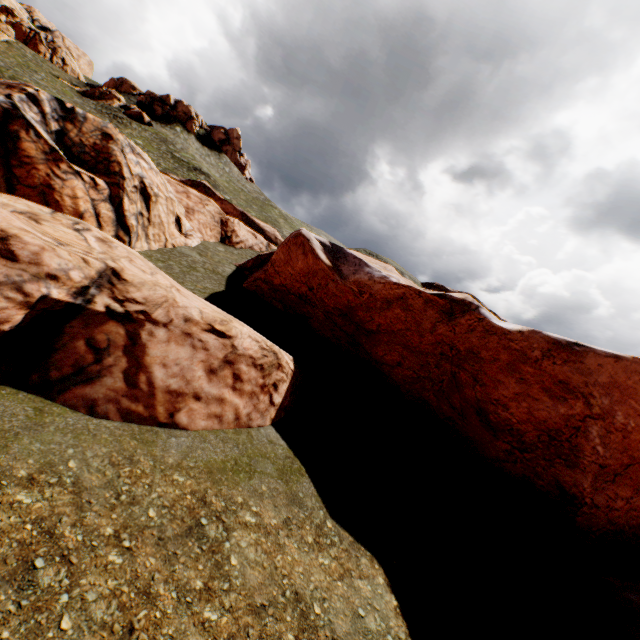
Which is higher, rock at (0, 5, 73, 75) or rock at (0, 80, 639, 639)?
rock at (0, 5, 73, 75)

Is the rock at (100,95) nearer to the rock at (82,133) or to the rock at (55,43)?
the rock at (55,43)

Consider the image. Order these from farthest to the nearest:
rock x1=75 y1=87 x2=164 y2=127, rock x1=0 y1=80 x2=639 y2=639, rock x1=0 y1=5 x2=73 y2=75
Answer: rock x1=75 y1=87 x2=164 y2=127
rock x1=0 y1=5 x2=73 y2=75
rock x1=0 y1=80 x2=639 y2=639

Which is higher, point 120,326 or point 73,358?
point 120,326

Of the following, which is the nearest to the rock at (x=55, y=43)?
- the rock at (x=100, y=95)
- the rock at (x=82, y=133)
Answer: the rock at (x=100, y=95)

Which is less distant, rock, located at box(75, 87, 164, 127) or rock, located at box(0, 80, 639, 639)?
rock, located at box(0, 80, 639, 639)

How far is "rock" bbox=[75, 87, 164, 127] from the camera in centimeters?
5228cm

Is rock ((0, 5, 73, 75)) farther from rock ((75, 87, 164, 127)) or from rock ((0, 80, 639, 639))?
rock ((0, 80, 639, 639))
